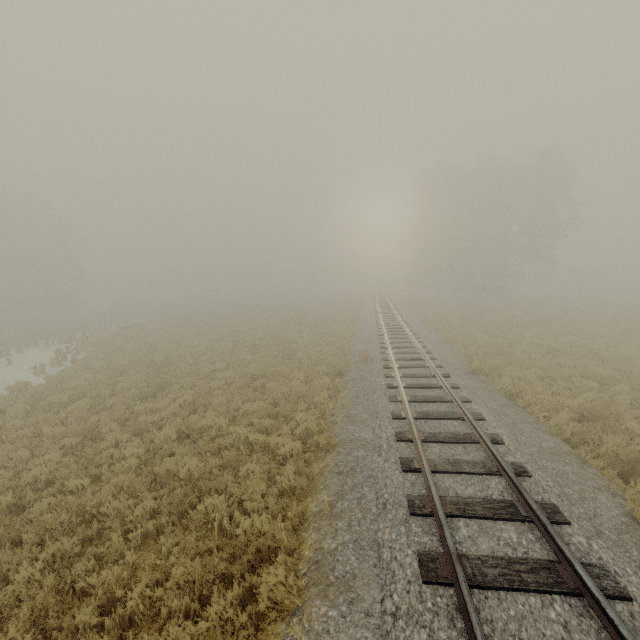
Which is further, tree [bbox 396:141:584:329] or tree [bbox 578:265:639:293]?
tree [bbox 578:265:639:293]

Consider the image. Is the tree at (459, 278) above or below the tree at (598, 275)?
above

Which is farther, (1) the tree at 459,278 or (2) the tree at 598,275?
(2) the tree at 598,275

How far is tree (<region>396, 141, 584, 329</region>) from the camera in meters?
34.4 m

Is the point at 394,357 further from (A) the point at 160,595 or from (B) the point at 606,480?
(A) the point at 160,595

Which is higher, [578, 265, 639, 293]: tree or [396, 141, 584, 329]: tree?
[396, 141, 584, 329]: tree
